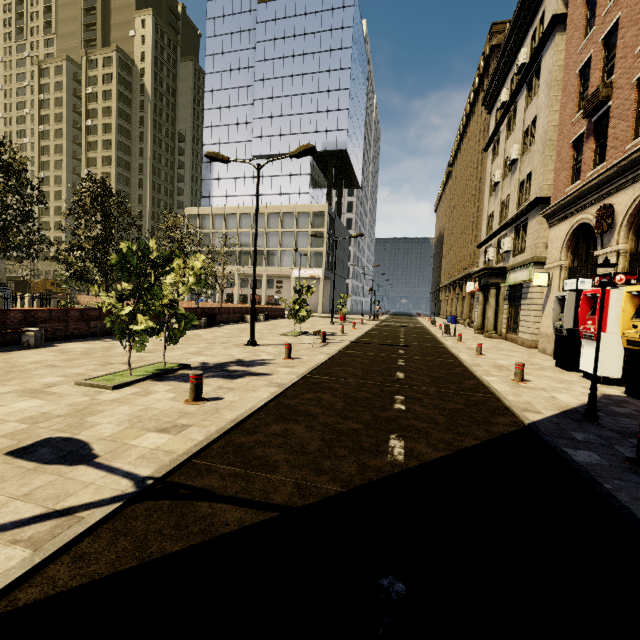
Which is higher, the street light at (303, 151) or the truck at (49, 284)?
the street light at (303, 151)

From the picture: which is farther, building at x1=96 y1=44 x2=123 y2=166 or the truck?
building at x1=96 y1=44 x2=123 y2=166

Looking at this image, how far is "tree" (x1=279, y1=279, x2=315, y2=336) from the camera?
17.9m

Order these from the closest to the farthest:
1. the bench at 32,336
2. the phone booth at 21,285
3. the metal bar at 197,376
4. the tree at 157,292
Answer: the metal bar at 197,376 < the tree at 157,292 < the bench at 32,336 < the phone booth at 21,285

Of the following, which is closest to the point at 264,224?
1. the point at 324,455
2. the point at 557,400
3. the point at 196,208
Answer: the point at 196,208

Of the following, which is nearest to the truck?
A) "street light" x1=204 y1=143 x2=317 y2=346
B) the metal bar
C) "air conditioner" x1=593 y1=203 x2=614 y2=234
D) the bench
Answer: the bench

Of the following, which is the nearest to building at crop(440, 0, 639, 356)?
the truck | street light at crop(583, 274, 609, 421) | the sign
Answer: the sign

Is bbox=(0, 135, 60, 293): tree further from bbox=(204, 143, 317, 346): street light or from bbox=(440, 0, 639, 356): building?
bbox=(440, 0, 639, 356): building
